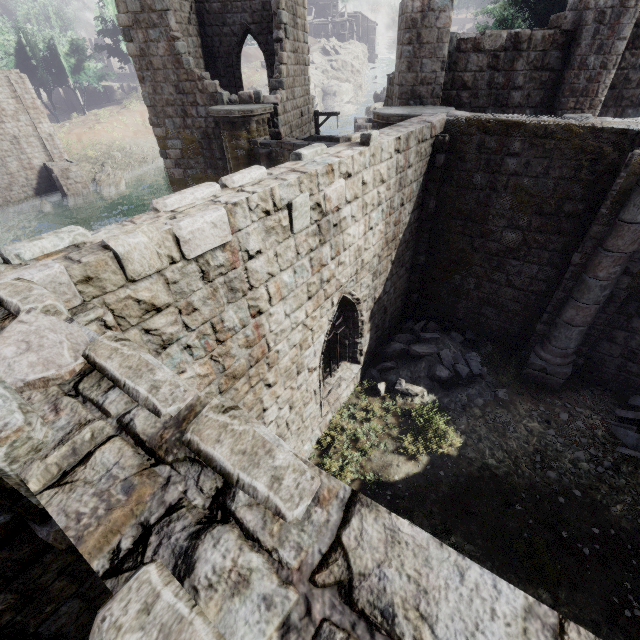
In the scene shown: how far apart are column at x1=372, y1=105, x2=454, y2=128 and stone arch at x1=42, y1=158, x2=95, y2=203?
31.7 meters

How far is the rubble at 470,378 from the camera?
9.2 meters

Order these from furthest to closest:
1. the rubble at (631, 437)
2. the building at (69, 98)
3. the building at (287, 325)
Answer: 1. the building at (69, 98)
2. the rubble at (631, 437)
3. the building at (287, 325)

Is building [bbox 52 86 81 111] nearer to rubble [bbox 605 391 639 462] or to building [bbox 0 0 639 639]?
building [bbox 0 0 639 639]

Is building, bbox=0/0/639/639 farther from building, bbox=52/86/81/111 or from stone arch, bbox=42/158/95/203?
building, bbox=52/86/81/111

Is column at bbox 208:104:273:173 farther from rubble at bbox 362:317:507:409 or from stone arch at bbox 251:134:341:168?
rubble at bbox 362:317:507:409

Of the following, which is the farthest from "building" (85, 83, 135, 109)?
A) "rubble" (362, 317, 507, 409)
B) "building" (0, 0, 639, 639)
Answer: "rubble" (362, 317, 507, 409)

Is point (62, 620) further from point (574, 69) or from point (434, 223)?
point (574, 69)
